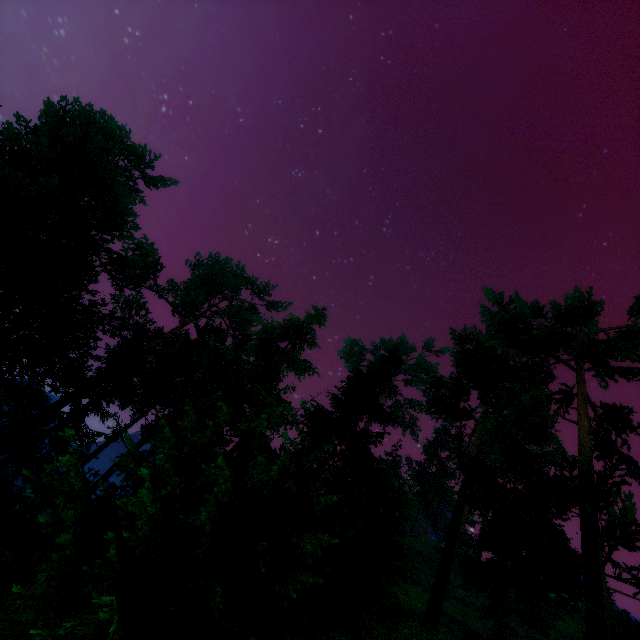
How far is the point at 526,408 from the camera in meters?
16.7
